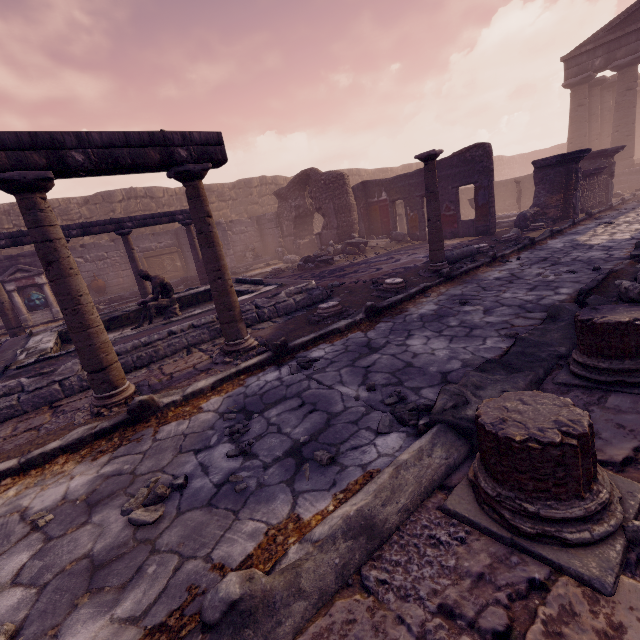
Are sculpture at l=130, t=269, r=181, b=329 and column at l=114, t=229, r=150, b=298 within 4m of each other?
yes

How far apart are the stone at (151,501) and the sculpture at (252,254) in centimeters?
1519cm

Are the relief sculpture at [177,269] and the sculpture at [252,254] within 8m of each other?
yes

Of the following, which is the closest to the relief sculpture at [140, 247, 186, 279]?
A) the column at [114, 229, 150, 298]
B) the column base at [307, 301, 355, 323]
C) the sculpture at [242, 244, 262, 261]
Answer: the sculpture at [242, 244, 262, 261]

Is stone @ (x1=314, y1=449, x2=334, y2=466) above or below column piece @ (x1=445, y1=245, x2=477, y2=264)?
below

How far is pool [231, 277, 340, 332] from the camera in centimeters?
580cm

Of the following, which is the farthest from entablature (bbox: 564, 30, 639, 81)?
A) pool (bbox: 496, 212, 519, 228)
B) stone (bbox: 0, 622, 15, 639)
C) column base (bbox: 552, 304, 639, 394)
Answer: stone (bbox: 0, 622, 15, 639)

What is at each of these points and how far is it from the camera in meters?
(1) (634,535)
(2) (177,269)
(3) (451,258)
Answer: (1) stone, 1.3
(2) relief sculpture, 16.0
(3) column piece, 7.7
